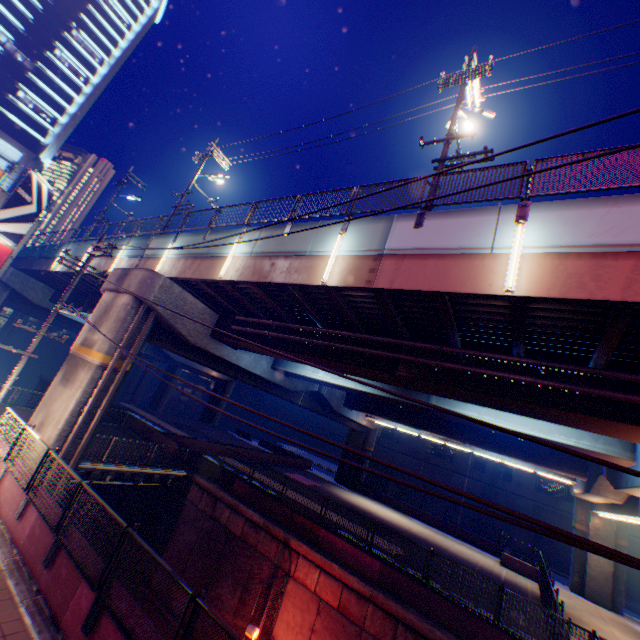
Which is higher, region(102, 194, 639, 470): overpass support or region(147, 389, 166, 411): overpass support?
region(102, 194, 639, 470): overpass support

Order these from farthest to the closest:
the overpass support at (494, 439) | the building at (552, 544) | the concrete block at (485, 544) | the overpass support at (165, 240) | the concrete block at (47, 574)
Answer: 1. the building at (552, 544)
2. the concrete block at (485, 544)
3. the overpass support at (165, 240)
4. the overpass support at (494, 439)
5. the concrete block at (47, 574)

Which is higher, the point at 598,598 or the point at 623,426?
the point at 623,426

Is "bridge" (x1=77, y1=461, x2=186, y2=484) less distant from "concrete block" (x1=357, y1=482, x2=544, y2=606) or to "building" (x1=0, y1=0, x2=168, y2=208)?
"concrete block" (x1=357, y1=482, x2=544, y2=606)

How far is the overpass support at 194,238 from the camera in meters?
14.0 m

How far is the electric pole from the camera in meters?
10.3

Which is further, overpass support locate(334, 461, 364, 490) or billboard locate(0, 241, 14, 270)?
overpass support locate(334, 461, 364, 490)

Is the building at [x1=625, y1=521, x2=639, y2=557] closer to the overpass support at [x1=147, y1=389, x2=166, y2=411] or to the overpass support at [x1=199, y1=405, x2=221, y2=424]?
the overpass support at [x1=199, y1=405, x2=221, y2=424]
